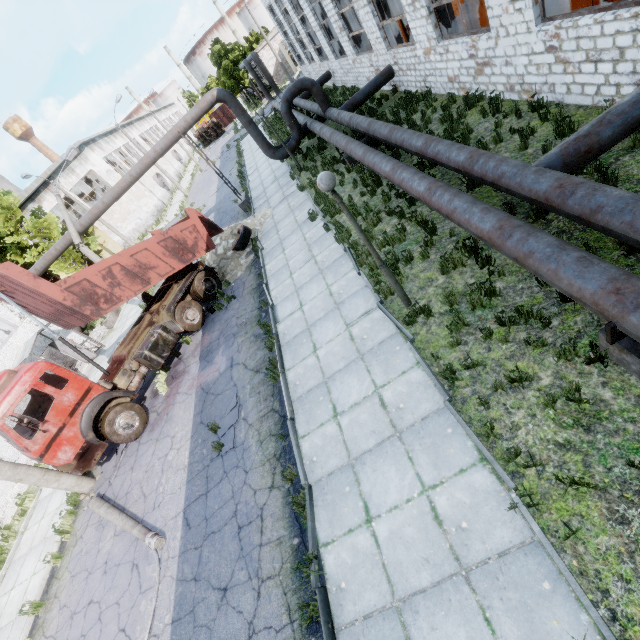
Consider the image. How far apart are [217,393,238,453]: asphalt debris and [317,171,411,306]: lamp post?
5.0 meters

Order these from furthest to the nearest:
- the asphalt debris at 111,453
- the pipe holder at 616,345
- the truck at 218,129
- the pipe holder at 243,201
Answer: the truck at 218,129, the pipe holder at 243,201, the asphalt debris at 111,453, the pipe holder at 616,345

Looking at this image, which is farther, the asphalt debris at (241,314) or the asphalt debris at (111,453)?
the asphalt debris at (241,314)

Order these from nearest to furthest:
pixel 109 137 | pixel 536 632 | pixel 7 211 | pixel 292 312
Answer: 1. pixel 536 632
2. pixel 292 312
3. pixel 7 211
4. pixel 109 137

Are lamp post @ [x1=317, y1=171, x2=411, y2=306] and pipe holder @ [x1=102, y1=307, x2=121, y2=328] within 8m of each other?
no

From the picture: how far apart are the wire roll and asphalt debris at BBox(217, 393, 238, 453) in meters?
8.1 m

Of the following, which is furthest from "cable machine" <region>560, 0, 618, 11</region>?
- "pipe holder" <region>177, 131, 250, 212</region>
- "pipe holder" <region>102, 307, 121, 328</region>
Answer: "pipe holder" <region>102, 307, 121, 328</region>

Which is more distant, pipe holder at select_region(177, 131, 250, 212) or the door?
the door
